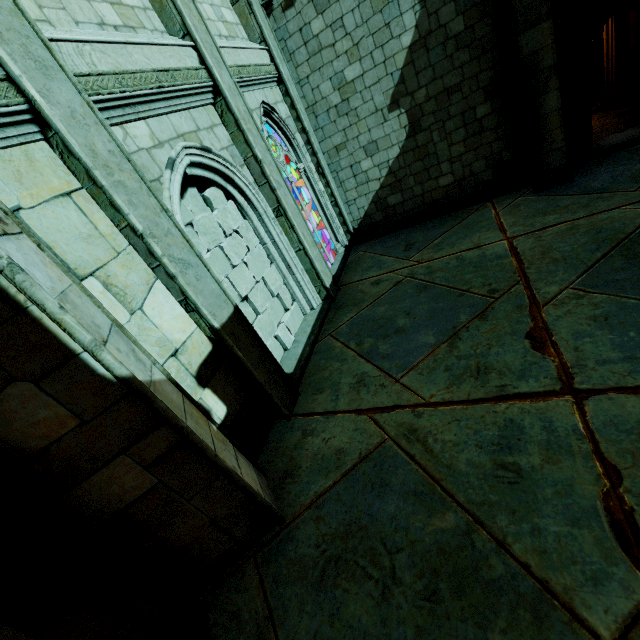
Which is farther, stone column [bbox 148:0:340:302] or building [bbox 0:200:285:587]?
stone column [bbox 148:0:340:302]

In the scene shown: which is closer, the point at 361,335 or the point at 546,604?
the point at 546,604

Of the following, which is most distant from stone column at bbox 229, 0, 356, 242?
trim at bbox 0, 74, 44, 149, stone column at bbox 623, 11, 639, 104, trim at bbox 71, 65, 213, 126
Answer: stone column at bbox 623, 11, 639, 104

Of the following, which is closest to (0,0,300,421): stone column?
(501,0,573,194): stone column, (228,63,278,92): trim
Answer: (228,63,278,92): trim

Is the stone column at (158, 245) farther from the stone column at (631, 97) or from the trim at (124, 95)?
the stone column at (631, 97)

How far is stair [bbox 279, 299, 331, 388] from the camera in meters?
6.1

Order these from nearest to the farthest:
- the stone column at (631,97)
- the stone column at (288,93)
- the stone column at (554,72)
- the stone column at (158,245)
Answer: the stone column at (158,245) < the stone column at (554,72) < the stone column at (288,93) < the stone column at (631,97)

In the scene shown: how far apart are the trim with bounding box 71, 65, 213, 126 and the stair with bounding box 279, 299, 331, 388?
4.5m
